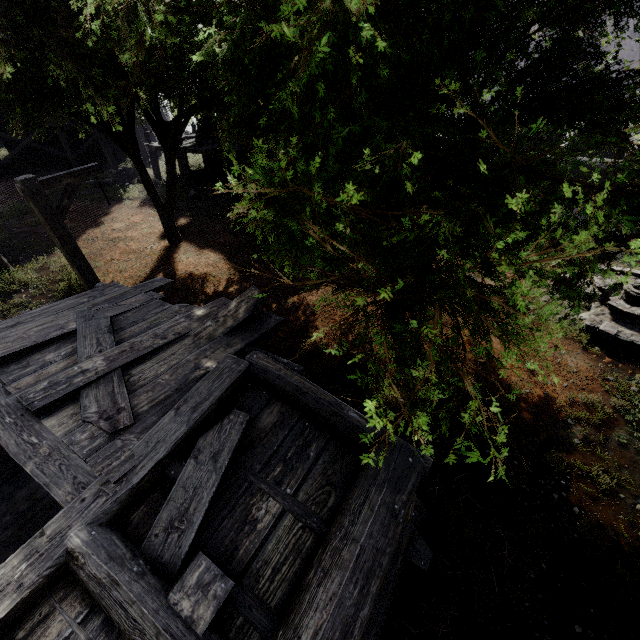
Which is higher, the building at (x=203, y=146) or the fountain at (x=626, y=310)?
the building at (x=203, y=146)

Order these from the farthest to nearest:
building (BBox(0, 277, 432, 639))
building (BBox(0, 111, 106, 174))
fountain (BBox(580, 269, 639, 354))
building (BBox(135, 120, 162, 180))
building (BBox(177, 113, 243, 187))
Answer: building (BBox(0, 111, 106, 174))
building (BBox(135, 120, 162, 180))
building (BBox(177, 113, 243, 187))
fountain (BBox(580, 269, 639, 354))
building (BBox(0, 277, 432, 639))

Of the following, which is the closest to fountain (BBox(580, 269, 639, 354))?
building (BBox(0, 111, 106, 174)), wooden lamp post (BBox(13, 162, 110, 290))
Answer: building (BBox(0, 111, 106, 174))

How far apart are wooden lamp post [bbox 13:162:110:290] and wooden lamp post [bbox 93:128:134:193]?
13.1m

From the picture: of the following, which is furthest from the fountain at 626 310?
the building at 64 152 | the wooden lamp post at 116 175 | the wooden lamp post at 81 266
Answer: the wooden lamp post at 116 175

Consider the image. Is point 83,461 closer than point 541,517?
Yes

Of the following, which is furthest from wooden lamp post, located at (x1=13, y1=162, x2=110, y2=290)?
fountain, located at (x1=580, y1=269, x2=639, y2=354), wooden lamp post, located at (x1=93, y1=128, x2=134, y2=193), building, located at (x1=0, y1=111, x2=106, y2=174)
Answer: wooden lamp post, located at (x1=93, y1=128, x2=134, y2=193)

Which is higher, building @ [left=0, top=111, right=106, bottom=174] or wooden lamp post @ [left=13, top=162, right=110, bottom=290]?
wooden lamp post @ [left=13, top=162, right=110, bottom=290]
